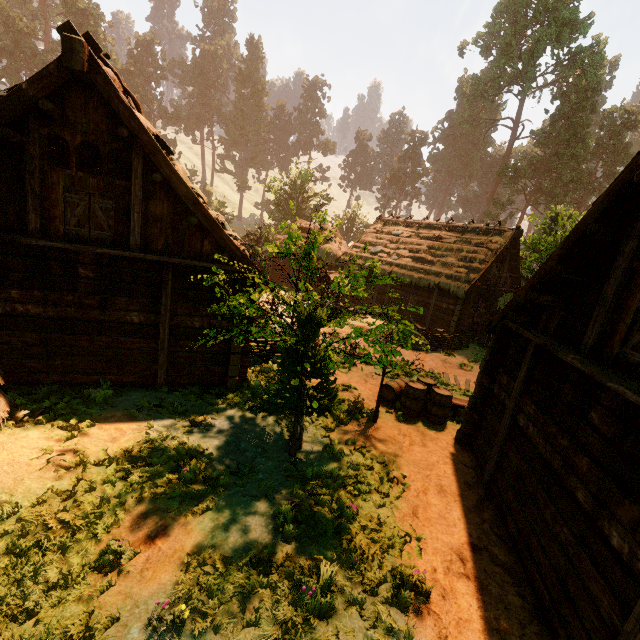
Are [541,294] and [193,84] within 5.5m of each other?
no

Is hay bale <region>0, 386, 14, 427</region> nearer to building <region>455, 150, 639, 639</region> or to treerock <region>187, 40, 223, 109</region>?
building <region>455, 150, 639, 639</region>

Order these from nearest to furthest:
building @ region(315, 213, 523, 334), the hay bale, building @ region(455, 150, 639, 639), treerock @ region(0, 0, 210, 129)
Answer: building @ region(455, 150, 639, 639) < the hay bale < building @ region(315, 213, 523, 334) < treerock @ region(0, 0, 210, 129)

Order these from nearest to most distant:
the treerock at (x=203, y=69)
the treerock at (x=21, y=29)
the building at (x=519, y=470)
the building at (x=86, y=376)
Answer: the building at (x=519, y=470), the building at (x=86, y=376), the treerock at (x=21, y=29), the treerock at (x=203, y=69)

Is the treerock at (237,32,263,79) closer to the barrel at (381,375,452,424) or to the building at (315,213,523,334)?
the building at (315,213,523,334)

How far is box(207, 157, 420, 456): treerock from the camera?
6.0m

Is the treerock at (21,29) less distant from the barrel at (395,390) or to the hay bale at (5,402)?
the barrel at (395,390)
